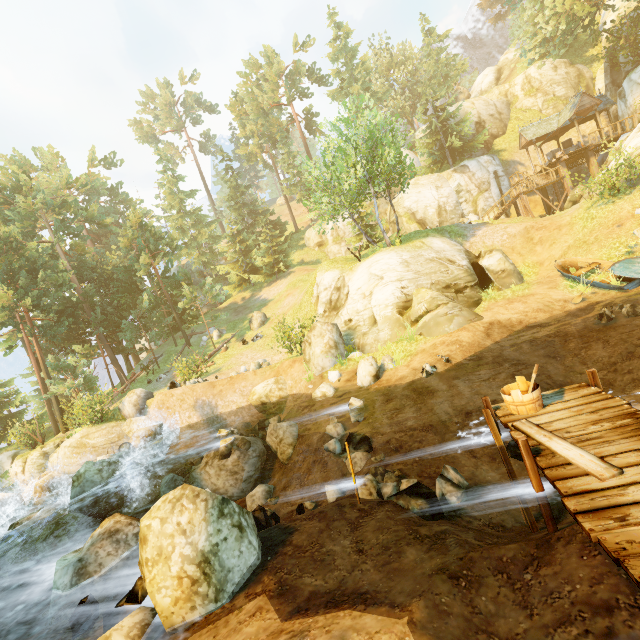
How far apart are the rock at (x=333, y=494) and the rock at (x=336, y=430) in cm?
73

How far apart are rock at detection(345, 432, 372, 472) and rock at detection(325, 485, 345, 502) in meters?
0.7

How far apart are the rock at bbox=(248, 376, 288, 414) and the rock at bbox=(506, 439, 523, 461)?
10.46m

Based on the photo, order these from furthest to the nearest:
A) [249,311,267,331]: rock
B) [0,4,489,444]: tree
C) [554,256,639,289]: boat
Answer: [249,311,267,331]: rock
[0,4,489,444]: tree
[554,256,639,289]: boat

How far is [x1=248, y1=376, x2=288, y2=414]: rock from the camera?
16.8 meters

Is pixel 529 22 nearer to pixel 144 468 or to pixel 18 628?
pixel 144 468

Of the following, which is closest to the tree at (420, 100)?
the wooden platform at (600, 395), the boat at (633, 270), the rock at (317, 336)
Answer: the wooden platform at (600, 395)

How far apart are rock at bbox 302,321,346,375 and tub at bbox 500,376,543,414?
10.17m
